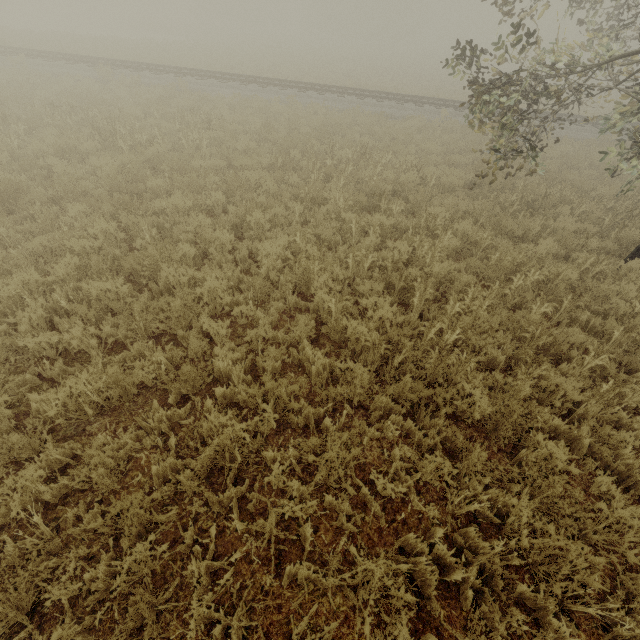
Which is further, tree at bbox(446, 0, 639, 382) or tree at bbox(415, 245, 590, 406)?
tree at bbox(446, 0, 639, 382)

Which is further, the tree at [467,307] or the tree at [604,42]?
the tree at [604,42]

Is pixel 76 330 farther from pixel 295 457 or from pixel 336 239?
pixel 336 239

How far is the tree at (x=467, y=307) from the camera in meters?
4.4 m

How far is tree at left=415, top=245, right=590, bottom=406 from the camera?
4.4m
